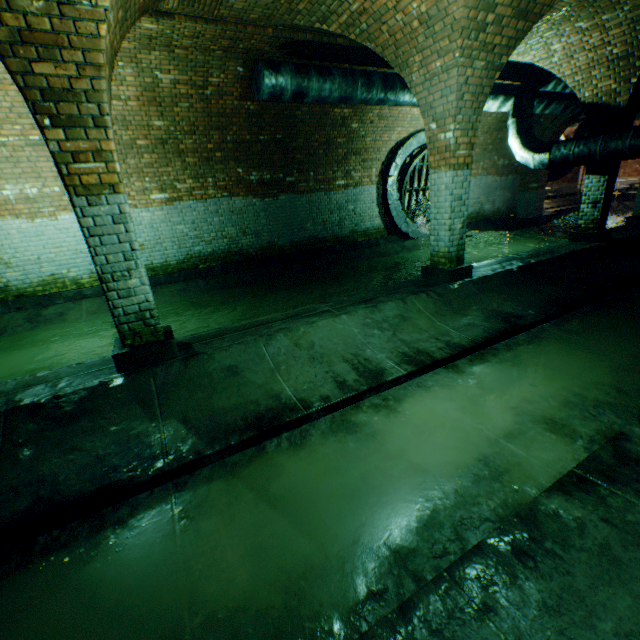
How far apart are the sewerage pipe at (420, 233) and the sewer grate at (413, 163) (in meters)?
0.01

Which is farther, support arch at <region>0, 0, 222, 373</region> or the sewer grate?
the sewer grate

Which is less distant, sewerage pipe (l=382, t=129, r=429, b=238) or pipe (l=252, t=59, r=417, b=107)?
pipe (l=252, t=59, r=417, b=107)

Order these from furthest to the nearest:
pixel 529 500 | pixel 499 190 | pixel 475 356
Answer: pixel 499 190 → pixel 475 356 → pixel 529 500

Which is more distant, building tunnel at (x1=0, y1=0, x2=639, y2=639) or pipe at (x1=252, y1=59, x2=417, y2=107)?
pipe at (x1=252, y1=59, x2=417, y2=107)

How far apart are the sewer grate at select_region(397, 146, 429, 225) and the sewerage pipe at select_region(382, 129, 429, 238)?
0.0m

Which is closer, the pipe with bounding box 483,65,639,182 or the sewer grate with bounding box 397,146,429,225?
the pipe with bounding box 483,65,639,182

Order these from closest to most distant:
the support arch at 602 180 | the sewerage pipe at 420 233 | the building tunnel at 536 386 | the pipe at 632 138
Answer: A:
the building tunnel at 536 386
the pipe at 632 138
the support arch at 602 180
the sewerage pipe at 420 233
